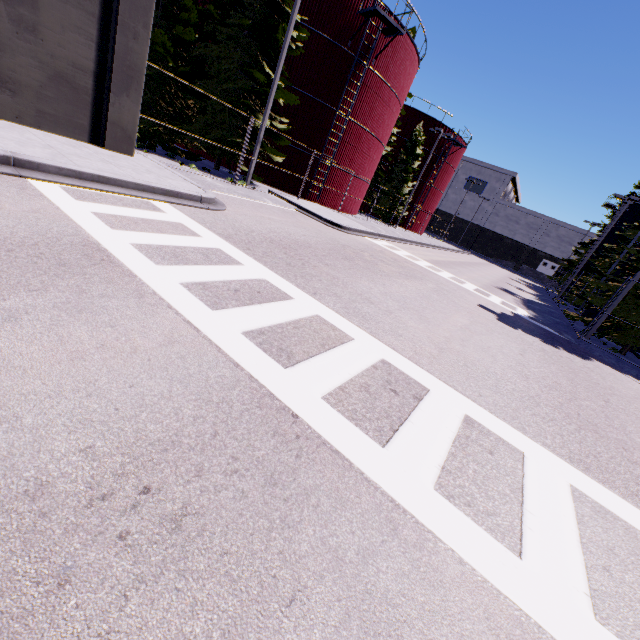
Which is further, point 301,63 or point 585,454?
point 301,63

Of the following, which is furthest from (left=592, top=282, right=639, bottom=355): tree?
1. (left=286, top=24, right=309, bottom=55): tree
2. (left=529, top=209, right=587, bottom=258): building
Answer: (left=529, top=209, right=587, bottom=258): building

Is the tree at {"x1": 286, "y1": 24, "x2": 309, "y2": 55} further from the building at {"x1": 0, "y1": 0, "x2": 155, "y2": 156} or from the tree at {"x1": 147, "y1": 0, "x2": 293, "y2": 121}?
the building at {"x1": 0, "y1": 0, "x2": 155, "y2": 156}

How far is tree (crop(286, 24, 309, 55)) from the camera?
16.5m

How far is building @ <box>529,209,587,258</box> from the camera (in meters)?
57.38

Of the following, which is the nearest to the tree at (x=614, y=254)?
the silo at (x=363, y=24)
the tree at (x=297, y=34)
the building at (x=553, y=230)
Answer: the silo at (x=363, y=24)

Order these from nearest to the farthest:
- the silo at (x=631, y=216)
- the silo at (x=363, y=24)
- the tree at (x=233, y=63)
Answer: the tree at (x=233, y=63)
the silo at (x=363, y=24)
the silo at (x=631, y=216)

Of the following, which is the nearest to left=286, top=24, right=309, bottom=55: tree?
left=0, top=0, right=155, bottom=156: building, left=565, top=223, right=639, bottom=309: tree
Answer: left=0, top=0, right=155, bottom=156: building
